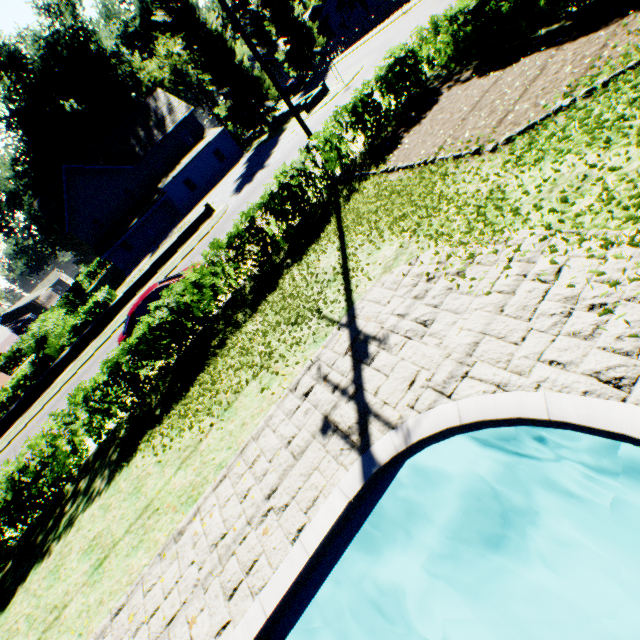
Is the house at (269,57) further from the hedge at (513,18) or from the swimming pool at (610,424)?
the swimming pool at (610,424)

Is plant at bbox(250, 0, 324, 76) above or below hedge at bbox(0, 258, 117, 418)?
above

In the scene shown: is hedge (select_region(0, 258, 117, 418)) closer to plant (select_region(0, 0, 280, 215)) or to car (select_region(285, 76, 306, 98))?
plant (select_region(0, 0, 280, 215))

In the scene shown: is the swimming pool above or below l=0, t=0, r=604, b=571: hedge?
below

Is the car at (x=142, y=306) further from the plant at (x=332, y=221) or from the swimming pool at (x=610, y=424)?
the plant at (x=332, y=221)

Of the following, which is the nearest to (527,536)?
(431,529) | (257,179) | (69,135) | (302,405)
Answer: (431,529)

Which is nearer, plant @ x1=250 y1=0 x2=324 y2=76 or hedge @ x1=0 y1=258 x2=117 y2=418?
hedge @ x1=0 y1=258 x2=117 y2=418

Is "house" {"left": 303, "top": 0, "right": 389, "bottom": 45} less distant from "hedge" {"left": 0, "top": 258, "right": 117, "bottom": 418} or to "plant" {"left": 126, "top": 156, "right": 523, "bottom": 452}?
"plant" {"left": 126, "top": 156, "right": 523, "bottom": 452}
